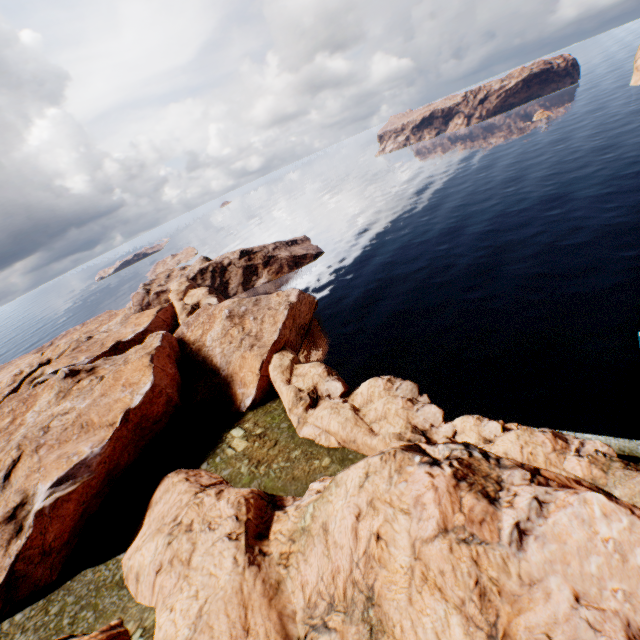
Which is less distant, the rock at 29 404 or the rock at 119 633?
the rock at 29 404

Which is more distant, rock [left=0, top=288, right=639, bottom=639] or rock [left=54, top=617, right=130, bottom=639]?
rock [left=54, top=617, right=130, bottom=639]

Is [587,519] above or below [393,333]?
above
